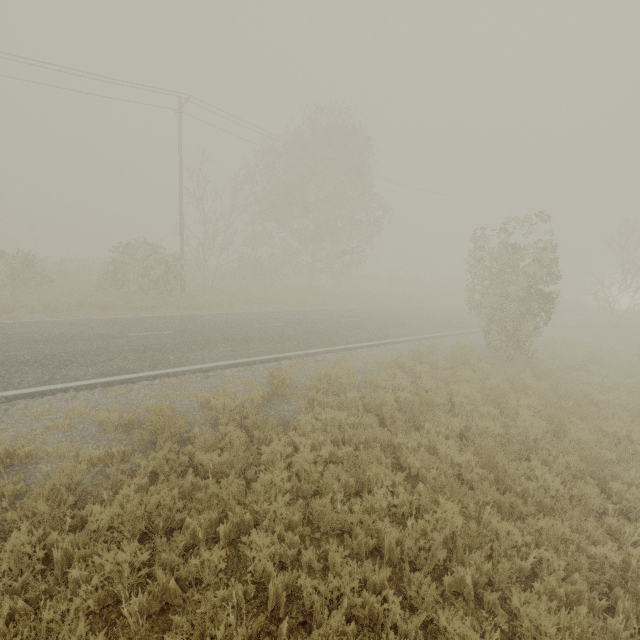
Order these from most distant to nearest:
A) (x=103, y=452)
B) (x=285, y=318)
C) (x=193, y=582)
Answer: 1. (x=285, y=318)
2. (x=103, y=452)
3. (x=193, y=582)
